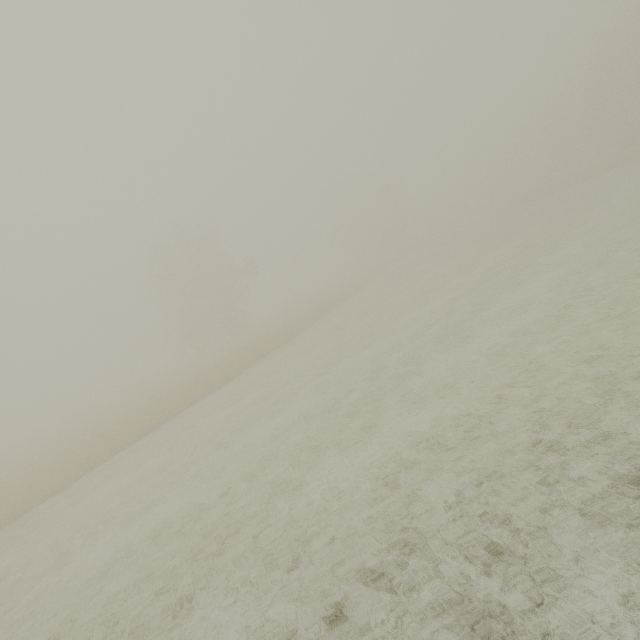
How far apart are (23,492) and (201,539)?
14.1m
